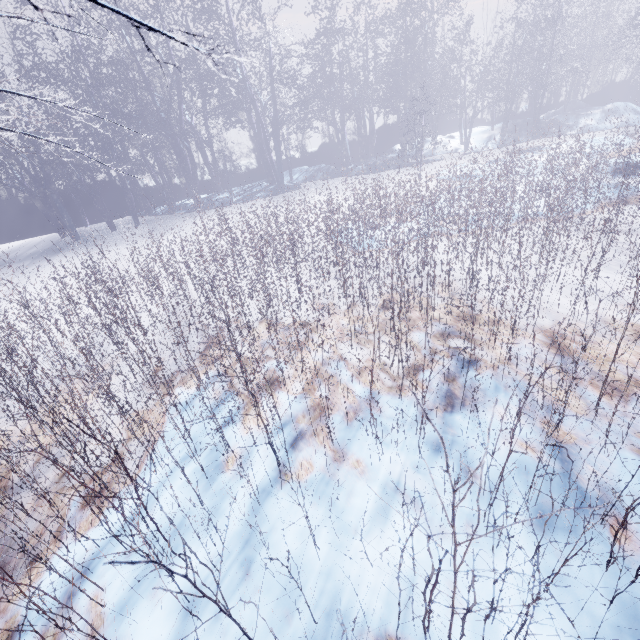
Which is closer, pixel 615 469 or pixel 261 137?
pixel 615 469
